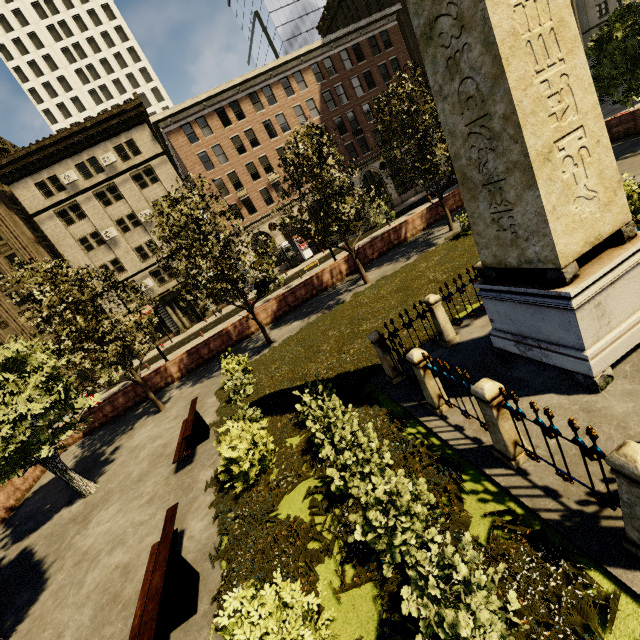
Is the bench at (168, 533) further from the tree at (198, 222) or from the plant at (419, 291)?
the tree at (198, 222)

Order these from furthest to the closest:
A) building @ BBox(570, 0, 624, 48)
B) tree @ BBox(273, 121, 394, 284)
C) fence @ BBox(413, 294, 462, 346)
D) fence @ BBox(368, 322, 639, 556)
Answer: building @ BBox(570, 0, 624, 48) < tree @ BBox(273, 121, 394, 284) < fence @ BBox(413, 294, 462, 346) < fence @ BBox(368, 322, 639, 556)

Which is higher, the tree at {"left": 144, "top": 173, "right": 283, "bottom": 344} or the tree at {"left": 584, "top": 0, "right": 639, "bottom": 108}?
the tree at {"left": 144, "top": 173, "right": 283, "bottom": 344}

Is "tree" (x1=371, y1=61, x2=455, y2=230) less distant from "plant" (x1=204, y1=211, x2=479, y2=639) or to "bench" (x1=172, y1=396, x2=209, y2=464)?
"plant" (x1=204, y1=211, x2=479, y2=639)

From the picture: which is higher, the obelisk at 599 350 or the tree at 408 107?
the tree at 408 107

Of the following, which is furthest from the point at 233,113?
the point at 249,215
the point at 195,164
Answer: the point at 249,215

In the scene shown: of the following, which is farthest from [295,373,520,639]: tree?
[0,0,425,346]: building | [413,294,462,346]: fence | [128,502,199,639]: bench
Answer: [0,0,425,346]: building

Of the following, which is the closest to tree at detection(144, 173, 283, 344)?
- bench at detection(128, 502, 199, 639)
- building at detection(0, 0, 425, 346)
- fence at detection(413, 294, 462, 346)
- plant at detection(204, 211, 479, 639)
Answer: plant at detection(204, 211, 479, 639)
